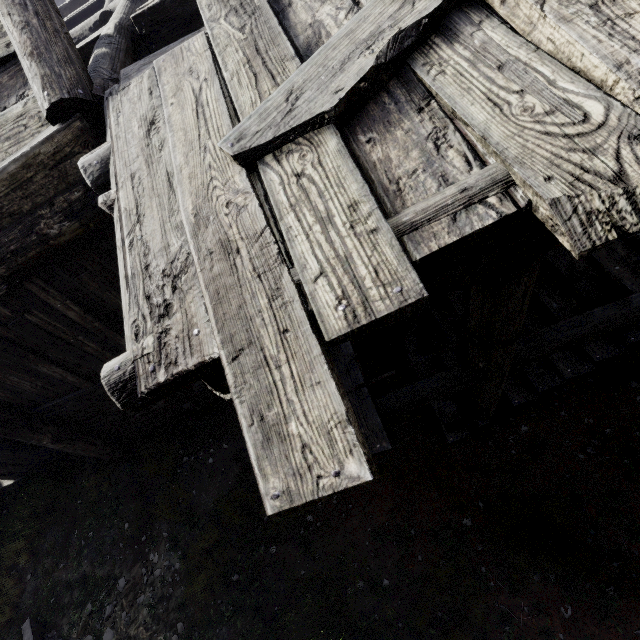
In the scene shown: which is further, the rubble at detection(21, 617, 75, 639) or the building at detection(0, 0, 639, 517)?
the rubble at detection(21, 617, 75, 639)

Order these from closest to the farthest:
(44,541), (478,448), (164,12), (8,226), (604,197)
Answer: (604,197) < (8,226) < (164,12) < (478,448) < (44,541)

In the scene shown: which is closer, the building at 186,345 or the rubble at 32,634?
the building at 186,345

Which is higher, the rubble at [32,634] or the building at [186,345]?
the building at [186,345]

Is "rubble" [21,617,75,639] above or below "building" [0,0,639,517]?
below
